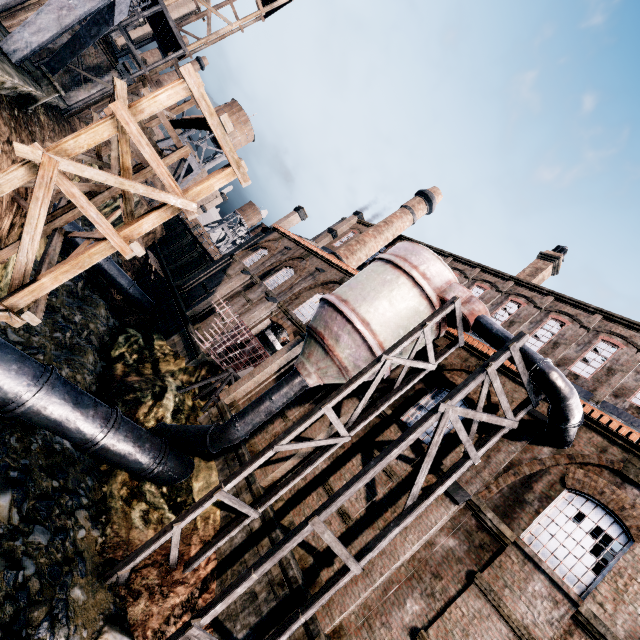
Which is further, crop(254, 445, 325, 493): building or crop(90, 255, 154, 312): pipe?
crop(90, 255, 154, 312): pipe

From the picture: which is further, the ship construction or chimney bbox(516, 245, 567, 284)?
chimney bbox(516, 245, 567, 284)

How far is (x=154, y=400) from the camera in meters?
18.9 m

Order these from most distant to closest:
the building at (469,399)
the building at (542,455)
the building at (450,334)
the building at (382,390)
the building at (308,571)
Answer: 1. the building at (450,334)
2. the building at (382,390)
3. the building at (469,399)
4. the building at (308,571)
5. the building at (542,455)

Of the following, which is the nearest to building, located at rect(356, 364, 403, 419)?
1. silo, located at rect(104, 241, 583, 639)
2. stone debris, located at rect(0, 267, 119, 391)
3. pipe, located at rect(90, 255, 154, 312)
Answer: silo, located at rect(104, 241, 583, 639)

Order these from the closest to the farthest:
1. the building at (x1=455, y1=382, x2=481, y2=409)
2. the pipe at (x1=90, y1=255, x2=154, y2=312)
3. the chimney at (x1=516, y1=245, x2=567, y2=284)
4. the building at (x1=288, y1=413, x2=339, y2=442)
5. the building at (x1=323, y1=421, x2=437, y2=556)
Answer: the building at (x1=323, y1=421, x2=437, y2=556)
the building at (x1=455, y1=382, x2=481, y2=409)
the building at (x1=288, y1=413, x2=339, y2=442)
the chimney at (x1=516, y1=245, x2=567, y2=284)
the pipe at (x1=90, y1=255, x2=154, y2=312)

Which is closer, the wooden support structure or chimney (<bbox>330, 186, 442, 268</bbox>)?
the wooden support structure

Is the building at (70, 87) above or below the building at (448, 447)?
below
